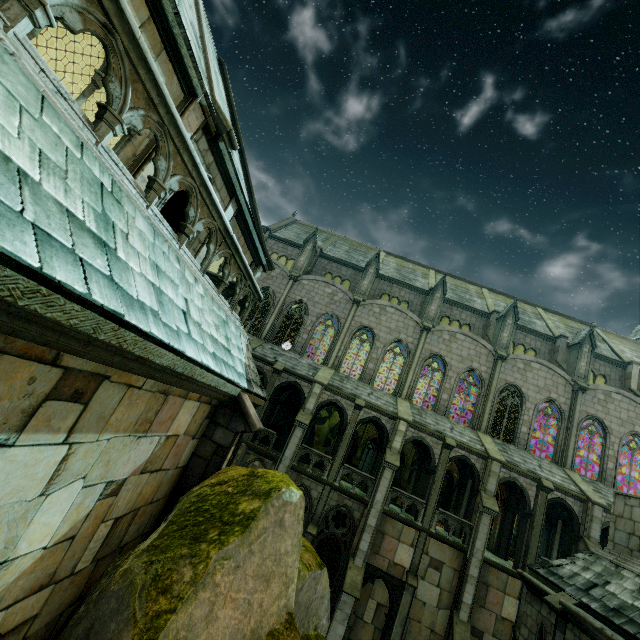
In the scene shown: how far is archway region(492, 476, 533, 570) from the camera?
19.0m

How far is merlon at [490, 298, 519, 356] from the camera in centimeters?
2544cm

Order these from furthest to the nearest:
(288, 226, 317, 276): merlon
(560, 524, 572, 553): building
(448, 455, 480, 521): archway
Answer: (560, 524, 572, 553): building
(288, 226, 317, 276): merlon
(448, 455, 480, 521): archway

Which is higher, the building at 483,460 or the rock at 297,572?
the building at 483,460

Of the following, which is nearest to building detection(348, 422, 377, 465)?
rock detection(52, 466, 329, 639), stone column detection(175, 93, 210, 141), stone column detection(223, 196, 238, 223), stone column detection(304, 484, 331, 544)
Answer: stone column detection(304, 484, 331, 544)

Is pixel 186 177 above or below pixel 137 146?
below

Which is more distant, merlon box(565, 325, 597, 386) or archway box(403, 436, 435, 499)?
merlon box(565, 325, 597, 386)

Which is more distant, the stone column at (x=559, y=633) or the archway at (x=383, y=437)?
the archway at (x=383, y=437)
